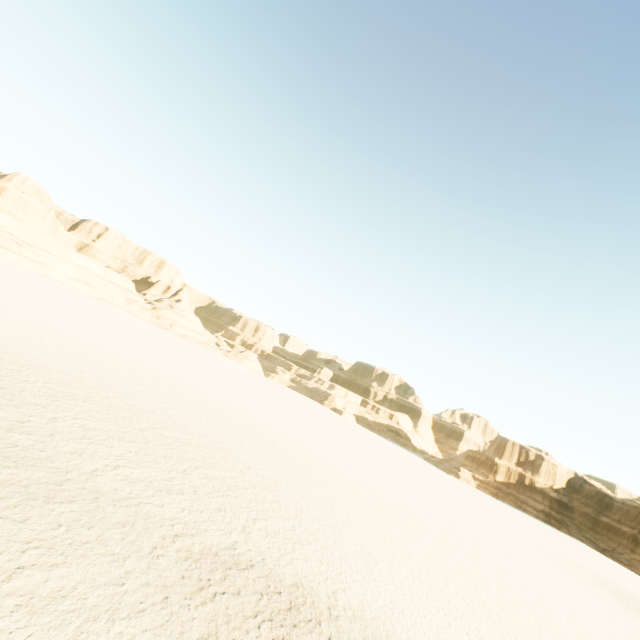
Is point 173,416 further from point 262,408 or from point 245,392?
point 245,392
